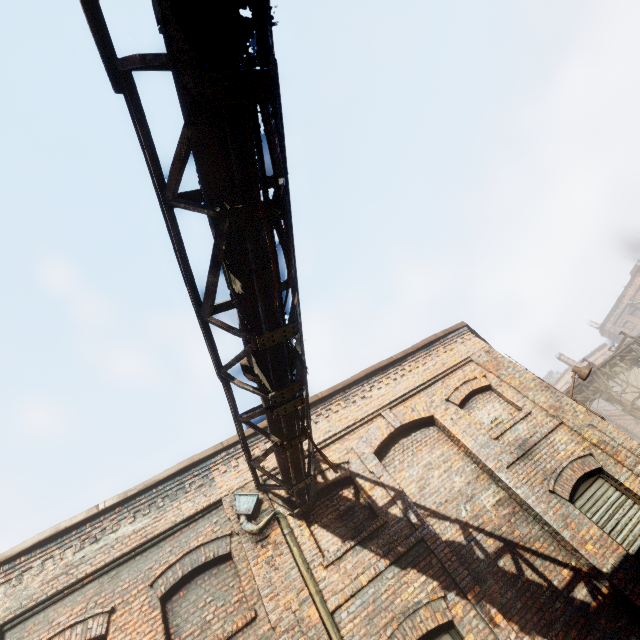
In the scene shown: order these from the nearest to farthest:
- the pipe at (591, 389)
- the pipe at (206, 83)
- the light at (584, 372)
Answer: the pipe at (206, 83)
the light at (584, 372)
the pipe at (591, 389)

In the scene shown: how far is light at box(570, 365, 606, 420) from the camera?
8.27m

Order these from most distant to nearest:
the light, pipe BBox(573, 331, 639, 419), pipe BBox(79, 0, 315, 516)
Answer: pipe BBox(573, 331, 639, 419) < the light < pipe BBox(79, 0, 315, 516)

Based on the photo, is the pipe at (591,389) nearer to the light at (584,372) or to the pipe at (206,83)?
the light at (584,372)

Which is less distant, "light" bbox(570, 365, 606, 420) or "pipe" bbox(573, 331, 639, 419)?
"light" bbox(570, 365, 606, 420)

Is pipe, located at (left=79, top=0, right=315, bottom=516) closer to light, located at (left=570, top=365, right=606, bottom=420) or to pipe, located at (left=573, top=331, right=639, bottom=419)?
light, located at (left=570, top=365, right=606, bottom=420)

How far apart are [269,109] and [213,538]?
6.91m
